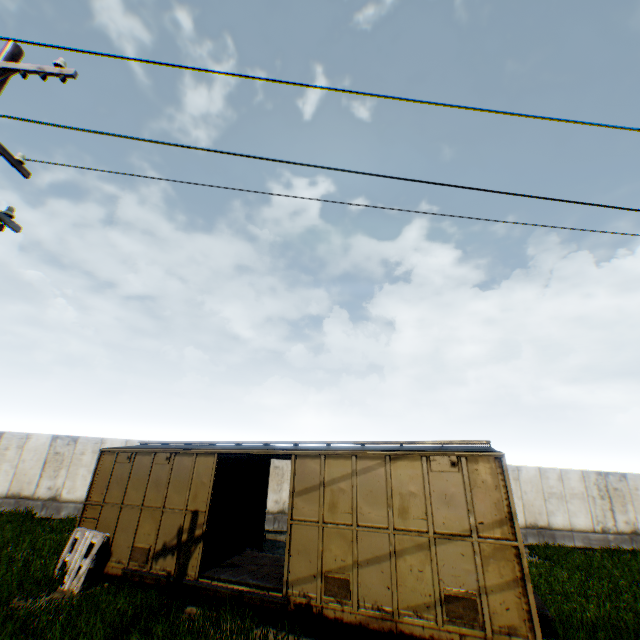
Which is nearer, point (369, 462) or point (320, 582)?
point (320, 582)

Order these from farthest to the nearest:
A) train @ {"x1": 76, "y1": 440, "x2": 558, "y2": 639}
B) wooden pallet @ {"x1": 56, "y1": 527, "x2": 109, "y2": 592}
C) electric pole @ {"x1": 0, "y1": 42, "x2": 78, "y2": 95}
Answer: wooden pallet @ {"x1": 56, "y1": 527, "x2": 109, "y2": 592} → train @ {"x1": 76, "y1": 440, "x2": 558, "y2": 639} → electric pole @ {"x1": 0, "y1": 42, "x2": 78, "y2": 95}

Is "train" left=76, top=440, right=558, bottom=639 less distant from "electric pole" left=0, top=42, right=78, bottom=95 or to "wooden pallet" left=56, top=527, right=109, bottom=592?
"wooden pallet" left=56, top=527, right=109, bottom=592

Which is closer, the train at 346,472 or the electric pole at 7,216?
the electric pole at 7,216

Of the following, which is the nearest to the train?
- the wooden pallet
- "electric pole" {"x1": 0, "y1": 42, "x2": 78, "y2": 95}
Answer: the wooden pallet

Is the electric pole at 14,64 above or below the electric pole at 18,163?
above

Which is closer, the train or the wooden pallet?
the train
